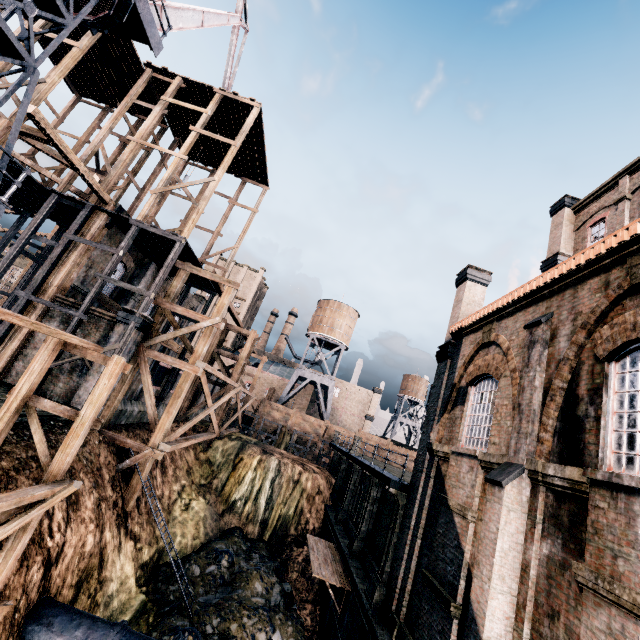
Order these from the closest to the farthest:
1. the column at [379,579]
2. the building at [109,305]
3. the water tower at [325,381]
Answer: the column at [379,579], the building at [109,305], the water tower at [325,381]

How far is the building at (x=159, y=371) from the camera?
22.3m

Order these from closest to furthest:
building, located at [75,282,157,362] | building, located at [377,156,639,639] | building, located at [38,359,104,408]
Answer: building, located at [377,156,639,639]
building, located at [38,359,104,408]
building, located at [75,282,157,362]

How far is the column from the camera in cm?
1322

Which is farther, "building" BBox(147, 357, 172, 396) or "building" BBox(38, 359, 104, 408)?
"building" BBox(147, 357, 172, 396)

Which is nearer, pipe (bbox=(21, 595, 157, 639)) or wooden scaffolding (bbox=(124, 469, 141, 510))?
pipe (bbox=(21, 595, 157, 639))

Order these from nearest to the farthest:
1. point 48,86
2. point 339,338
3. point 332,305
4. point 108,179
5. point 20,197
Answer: point 48,86, point 108,179, point 20,197, point 339,338, point 332,305

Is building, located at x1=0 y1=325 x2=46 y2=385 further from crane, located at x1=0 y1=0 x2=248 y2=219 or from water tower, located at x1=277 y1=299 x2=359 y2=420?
water tower, located at x1=277 y1=299 x2=359 y2=420
